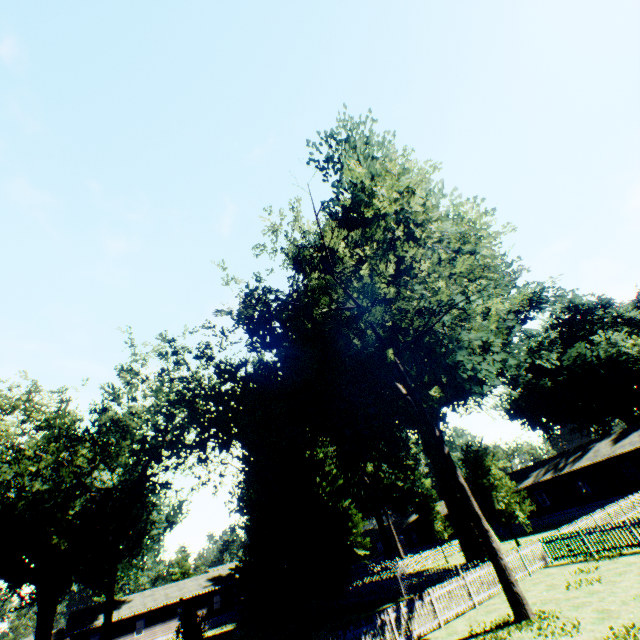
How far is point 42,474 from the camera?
25.56m

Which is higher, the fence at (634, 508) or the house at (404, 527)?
the house at (404, 527)

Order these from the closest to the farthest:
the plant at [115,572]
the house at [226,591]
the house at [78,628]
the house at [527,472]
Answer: the plant at [115,572], the house at [527,472], the house at [78,628], the house at [226,591]

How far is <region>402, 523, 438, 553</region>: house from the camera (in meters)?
55.79

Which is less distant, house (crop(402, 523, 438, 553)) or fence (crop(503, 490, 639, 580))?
fence (crop(503, 490, 639, 580))

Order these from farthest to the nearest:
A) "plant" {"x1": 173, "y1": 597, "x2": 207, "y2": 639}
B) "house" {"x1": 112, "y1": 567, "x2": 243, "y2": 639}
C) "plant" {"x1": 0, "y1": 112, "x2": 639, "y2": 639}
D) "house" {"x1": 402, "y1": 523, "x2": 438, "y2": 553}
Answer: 1. "house" {"x1": 402, "y1": 523, "x2": 438, "y2": 553}
2. "house" {"x1": 112, "y1": 567, "x2": 243, "y2": 639}
3. "plant" {"x1": 173, "y1": 597, "x2": 207, "y2": 639}
4. "plant" {"x1": 0, "y1": 112, "x2": 639, "y2": 639}

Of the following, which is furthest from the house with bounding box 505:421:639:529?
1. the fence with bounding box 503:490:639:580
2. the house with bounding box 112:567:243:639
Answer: the house with bounding box 112:567:243:639

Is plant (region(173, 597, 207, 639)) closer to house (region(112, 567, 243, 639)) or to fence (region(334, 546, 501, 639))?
fence (region(334, 546, 501, 639))
